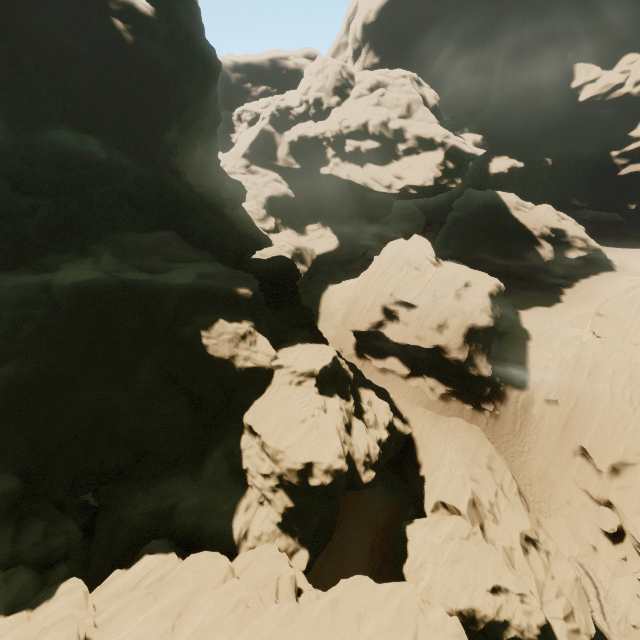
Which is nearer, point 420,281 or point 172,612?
point 172,612

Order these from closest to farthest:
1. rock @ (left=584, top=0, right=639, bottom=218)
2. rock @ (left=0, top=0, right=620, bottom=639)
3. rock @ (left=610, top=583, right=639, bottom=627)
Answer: rock @ (left=0, top=0, right=620, bottom=639), rock @ (left=610, top=583, right=639, bottom=627), rock @ (left=584, top=0, right=639, bottom=218)

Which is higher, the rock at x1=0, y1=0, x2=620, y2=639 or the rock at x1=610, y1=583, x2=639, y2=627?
the rock at x1=0, y1=0, x2=620, y2=639

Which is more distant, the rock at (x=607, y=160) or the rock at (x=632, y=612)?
the rock at (x=607, y=160)

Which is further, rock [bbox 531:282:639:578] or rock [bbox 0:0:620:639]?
rock [bbox 531:282:639:578]
